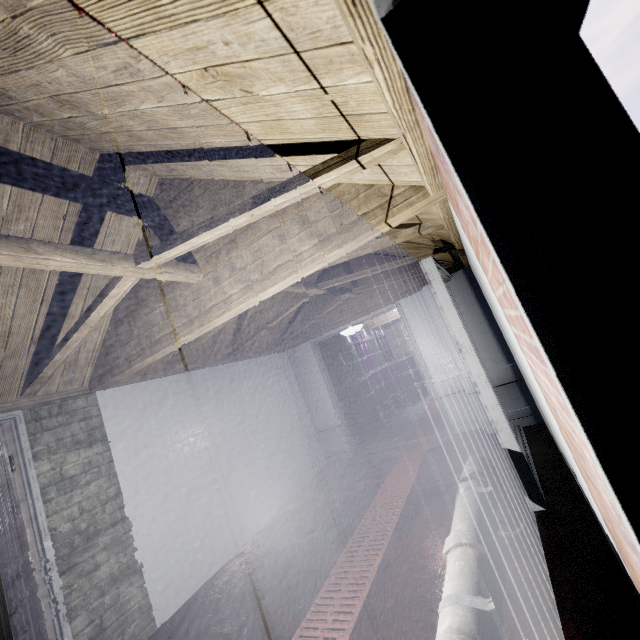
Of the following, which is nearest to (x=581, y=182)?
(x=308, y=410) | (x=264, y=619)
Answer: (x=264, y=619)

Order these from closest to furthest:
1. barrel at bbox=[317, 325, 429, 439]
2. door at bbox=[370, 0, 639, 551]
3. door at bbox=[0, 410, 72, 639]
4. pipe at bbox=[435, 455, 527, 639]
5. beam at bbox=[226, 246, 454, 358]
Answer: door at bbox=[370, 0, 639, 551] < pipe at bbox=[435, 455, 527, 639] < door at bbox=[0, 410, 72, 639] < beam at bbox=[226, 246, 454, 358] < barrel at bbox=[317, 325, 429, 439]

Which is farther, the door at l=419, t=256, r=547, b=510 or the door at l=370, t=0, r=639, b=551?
the door at l=419, t=256, r=547, b=510

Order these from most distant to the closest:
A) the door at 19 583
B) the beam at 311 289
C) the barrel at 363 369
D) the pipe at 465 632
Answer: the barrel at 363 369, the beam at 311 289, the door at 19 583, the pipe at 465 632

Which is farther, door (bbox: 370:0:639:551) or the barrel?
the barrel

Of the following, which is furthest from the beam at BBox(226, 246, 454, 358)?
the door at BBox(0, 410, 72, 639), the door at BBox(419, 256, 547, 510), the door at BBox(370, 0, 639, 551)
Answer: the door at BBox(370, 0, 639, 551)

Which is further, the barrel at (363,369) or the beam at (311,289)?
the barrel at (363,369)

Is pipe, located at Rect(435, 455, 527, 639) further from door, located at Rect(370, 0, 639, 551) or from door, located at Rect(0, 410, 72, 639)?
door, located at Rect(0, 410, 72, 639)
